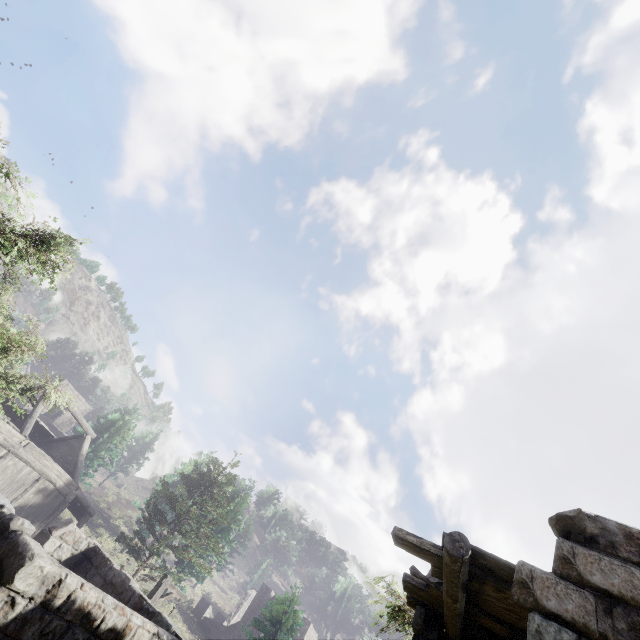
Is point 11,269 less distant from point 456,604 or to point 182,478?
point 456,604

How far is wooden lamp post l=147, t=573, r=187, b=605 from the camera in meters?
11.7 m

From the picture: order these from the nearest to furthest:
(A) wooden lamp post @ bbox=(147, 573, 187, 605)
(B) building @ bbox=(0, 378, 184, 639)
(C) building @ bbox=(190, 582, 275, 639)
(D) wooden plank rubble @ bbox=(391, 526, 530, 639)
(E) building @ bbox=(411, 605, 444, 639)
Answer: (D) wooden plank rubble @ bbox=(391, 526, 530, 639), (B) building @ bbox=(0, 378, 184, 639), (E) building @ bbox=(411, 605, 444, 639), (A) wooden lamp post @ bbox=(147, 573, 187, 605), (C) building @ bbox=(190, 582, 275, 639)

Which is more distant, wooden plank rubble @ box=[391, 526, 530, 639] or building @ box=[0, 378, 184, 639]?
building @ box=[0, 378, 184, 639]

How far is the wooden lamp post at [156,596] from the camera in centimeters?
1170cm

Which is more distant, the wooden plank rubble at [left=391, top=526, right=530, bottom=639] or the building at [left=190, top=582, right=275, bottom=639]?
the building at [left=190, top=582, right=275, bottom=639]

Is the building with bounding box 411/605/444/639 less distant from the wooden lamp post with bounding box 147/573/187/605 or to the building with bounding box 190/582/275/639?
the wooden lamp post with bounding box 147/573/187/605

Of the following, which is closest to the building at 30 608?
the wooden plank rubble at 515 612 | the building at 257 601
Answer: the wooden plank rubble at 515 612
